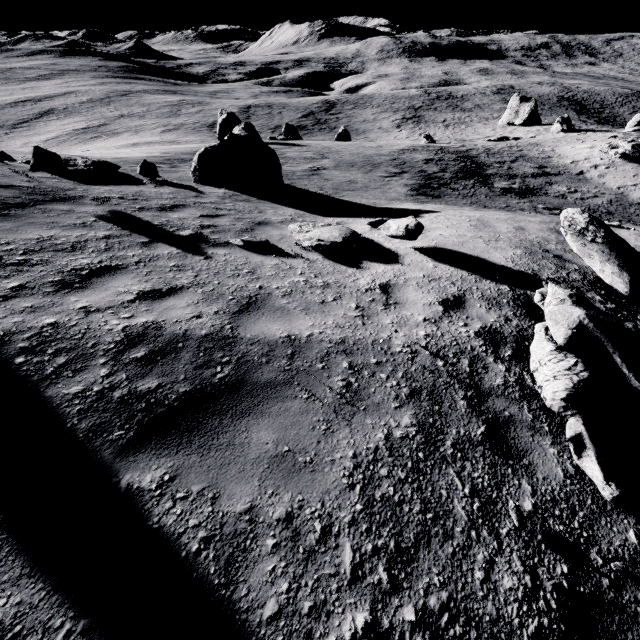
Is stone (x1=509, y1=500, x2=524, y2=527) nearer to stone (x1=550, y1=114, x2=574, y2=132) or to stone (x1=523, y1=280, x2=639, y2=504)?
stone (x1=523, y1=280, x2=639, y2=504)

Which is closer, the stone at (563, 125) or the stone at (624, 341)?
the stone at (624, 341)

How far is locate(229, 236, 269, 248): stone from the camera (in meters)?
6.05

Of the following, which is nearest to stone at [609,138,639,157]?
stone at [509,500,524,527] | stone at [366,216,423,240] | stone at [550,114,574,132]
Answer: stone at [550,114,574,132]

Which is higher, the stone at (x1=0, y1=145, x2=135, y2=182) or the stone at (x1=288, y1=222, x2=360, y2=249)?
the stone at (x1=0, y1=145, x2=135, y2=182)

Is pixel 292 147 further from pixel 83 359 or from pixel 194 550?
pixel 194 550

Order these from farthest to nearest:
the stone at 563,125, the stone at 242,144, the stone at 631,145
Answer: the stone at 563,125 < the stone at 631,145 < the stone at 242,144

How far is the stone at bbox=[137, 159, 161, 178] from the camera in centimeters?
1029cm
